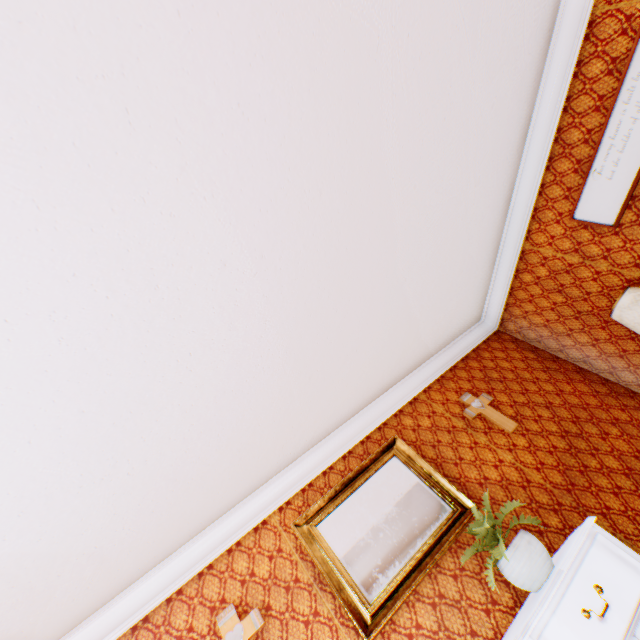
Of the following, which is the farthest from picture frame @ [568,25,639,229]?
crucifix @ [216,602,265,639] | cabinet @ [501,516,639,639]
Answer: crucifix @ [216,602,265,639]

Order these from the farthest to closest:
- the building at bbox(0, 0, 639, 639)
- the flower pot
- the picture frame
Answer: the picture frame
the flower pot
the building at bbox(0, 0, 639, 639)

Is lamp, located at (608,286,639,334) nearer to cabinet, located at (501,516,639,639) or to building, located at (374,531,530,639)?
building, located at (374,531,530,639)

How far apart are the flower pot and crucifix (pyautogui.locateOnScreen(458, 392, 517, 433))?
1.34m

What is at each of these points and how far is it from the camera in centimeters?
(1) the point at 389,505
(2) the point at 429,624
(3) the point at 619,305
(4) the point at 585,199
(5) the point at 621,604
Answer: (1) painting, 300cm
(2) building, 234cm
(3) lamp, 303cm
(4) picture frame, 332cm
(5) cabinet, 175cm

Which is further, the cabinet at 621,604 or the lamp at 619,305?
the lamp at 619,305

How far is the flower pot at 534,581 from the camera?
2.05m

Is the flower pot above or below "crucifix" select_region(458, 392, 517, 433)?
below
